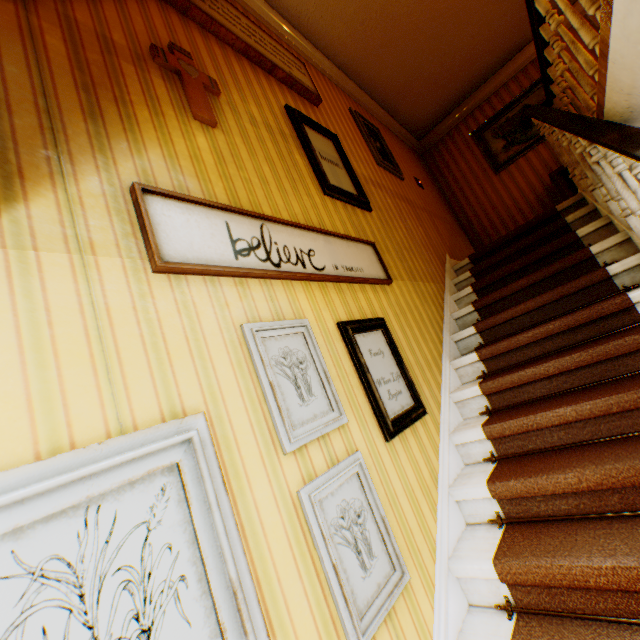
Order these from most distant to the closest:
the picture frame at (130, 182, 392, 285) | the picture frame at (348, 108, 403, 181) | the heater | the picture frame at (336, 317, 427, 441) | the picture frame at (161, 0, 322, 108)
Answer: the heater, the picture frame at (348, 108, 403, 181), the picture frame at (161, 0, 322, 108), the picture frame at (336, 317, 427, 441), the picture frame at (130, 182, 392, 285)

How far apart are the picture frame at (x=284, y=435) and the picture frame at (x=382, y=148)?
3.33m

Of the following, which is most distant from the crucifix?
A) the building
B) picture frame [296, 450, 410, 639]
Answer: picture frame [296, 450, 410, 639]

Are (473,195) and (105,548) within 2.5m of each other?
no

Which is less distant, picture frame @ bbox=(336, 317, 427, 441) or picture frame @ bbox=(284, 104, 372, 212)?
picture frame @ bbox=(336, 317, 427, 441)

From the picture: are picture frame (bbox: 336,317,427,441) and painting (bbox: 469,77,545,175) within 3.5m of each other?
no

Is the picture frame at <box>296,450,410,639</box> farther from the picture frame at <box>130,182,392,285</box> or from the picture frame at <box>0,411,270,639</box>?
the picture frame at <box>130,182,392,285</box>

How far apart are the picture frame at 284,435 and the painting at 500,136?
6.0 meters
